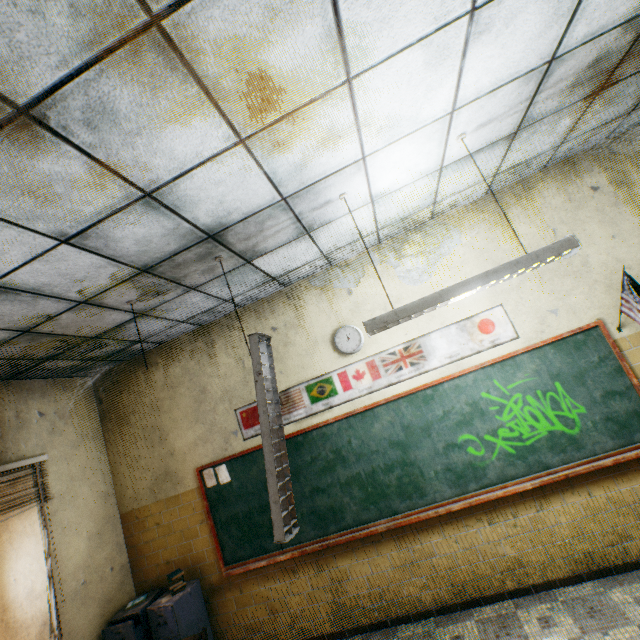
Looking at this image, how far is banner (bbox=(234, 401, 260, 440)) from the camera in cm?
410

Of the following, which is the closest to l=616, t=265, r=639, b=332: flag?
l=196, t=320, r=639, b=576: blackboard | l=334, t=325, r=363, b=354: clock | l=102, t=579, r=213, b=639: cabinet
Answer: l=196, t=320, r=639, b=576: blackboard

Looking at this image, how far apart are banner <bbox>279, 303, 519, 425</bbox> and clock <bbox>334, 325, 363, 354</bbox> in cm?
10

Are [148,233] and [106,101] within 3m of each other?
yes

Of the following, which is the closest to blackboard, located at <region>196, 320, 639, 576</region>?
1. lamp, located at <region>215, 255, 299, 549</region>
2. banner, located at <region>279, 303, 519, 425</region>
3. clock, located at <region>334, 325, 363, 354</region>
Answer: banner, located at <region>279, 303, 519, 425</region>

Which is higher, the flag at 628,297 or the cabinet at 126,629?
the flag at 628,297

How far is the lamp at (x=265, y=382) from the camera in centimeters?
230cm

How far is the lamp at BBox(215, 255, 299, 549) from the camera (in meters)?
2.30
